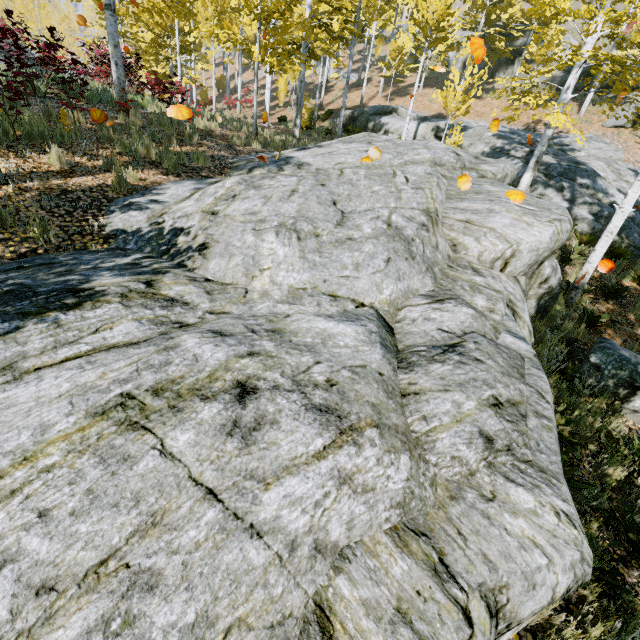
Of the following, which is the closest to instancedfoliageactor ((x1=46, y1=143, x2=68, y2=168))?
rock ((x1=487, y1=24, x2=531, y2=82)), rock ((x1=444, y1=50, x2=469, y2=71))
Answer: rock ((x1=487, y1=24, x2=531, y2=82))

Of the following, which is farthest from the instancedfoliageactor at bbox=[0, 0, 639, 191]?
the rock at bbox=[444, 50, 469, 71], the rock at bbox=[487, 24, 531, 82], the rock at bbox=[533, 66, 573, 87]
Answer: the rock at bbox=[444, 50, 469, 71]

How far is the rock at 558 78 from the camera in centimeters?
2302cm

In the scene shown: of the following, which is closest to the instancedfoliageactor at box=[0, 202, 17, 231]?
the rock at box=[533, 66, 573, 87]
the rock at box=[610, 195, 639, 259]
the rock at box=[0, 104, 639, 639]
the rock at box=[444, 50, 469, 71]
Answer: the rock at box=[0, 104, 639, 639]

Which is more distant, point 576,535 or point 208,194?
point 208,194

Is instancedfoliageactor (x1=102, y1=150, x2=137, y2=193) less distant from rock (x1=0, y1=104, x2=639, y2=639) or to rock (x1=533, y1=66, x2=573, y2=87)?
rock (x1=0, y1=104, x2=639, y2=639)

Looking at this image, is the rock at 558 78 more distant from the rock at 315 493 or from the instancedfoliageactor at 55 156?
the rock at 315 493

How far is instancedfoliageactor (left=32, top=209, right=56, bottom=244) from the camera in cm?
408
